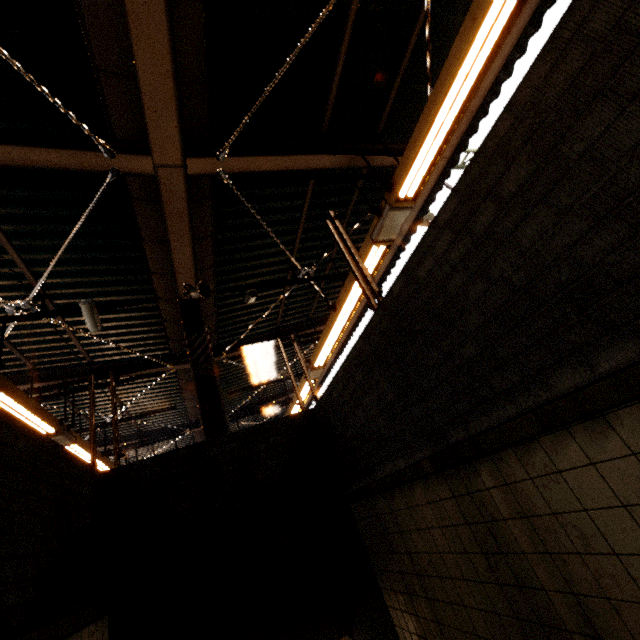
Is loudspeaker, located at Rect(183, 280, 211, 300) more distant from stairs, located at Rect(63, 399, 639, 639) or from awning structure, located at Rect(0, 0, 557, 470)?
stairs, located at Rect(63, 399, 639, 639)

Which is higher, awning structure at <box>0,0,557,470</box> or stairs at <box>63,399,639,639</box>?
awning structure at <box>0,0,557,470</box>

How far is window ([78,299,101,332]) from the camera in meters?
4.7 m

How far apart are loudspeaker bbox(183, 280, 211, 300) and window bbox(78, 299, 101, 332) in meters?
1.2 m

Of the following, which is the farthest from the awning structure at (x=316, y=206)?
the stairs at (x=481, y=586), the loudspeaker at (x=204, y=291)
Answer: the stairs at (x=481, y=586)

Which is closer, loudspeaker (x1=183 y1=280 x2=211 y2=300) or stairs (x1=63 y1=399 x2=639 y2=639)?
stairs (x1=63 y1=399 x2=639 y2=639)

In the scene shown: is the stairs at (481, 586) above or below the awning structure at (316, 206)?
below

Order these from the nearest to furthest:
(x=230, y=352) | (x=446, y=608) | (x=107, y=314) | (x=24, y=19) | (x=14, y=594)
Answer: (x=14, y=594) < (x=446, y=608) < (x=24, y=19) < (x=107, y=314) < (x=230, y=352)
